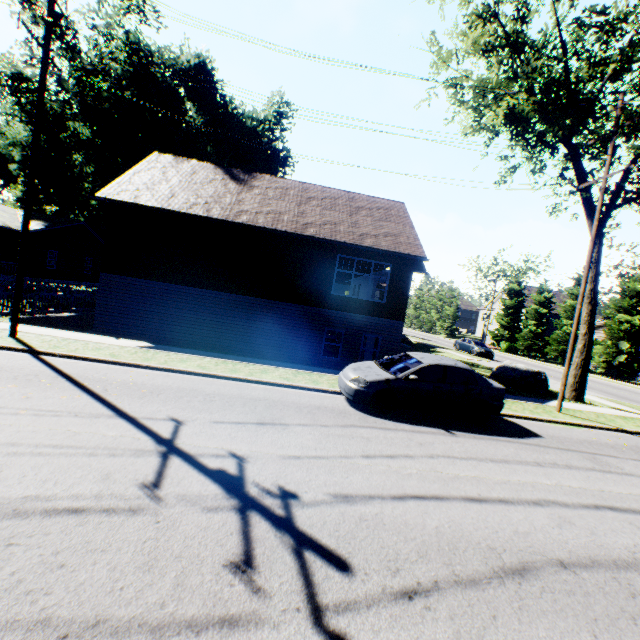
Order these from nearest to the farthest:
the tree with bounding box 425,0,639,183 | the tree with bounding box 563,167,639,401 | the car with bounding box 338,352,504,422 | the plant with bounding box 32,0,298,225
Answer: the car with bounding box 338,352,504,422 < the tree with bounding box 425,0,639,183 < the tree with bounding box 563,167,639,401 < the plant with bounding box 32,0,298,225

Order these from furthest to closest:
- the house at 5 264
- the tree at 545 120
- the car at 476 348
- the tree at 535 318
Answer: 1. the tree at 535 318
2. the car at 476 348
3. the house at 5 264
4. the tree at 545 120

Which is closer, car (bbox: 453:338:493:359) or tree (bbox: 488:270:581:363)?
car (bbox: 453:338:493:359)

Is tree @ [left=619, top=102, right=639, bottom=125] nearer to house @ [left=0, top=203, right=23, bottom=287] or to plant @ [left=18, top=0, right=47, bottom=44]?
plant @ [left=18, top=0, right=47, bottom=44]

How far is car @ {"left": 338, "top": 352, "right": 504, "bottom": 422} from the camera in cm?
878

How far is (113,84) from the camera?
28.6 meters

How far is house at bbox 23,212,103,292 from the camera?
25.39m

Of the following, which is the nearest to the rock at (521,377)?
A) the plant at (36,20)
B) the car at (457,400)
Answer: the car at (457,400)
